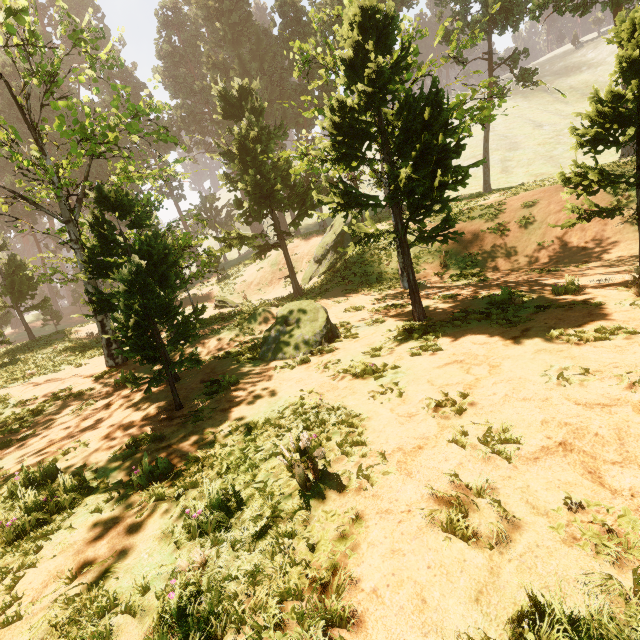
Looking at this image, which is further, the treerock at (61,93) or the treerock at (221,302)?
the treerock at (221,302)

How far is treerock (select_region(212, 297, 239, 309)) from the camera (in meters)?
23.58

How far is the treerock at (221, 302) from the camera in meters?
23.6

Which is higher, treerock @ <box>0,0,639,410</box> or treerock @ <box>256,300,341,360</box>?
treerock @ <box>0,0,639,410</box>

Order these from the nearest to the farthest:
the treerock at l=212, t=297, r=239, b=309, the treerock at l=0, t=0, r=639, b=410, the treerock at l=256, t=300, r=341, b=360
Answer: the treerock at l=0, t=0, r=639, b=410, the treerock at l=256, t=300, r=341, b=360, the treerock at l=212, t=297, r=239, b=309

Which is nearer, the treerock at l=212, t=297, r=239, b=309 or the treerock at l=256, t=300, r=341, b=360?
the treerock at l=256, t=300, r=341, b=360

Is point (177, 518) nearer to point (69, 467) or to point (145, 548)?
point (145, 548)
